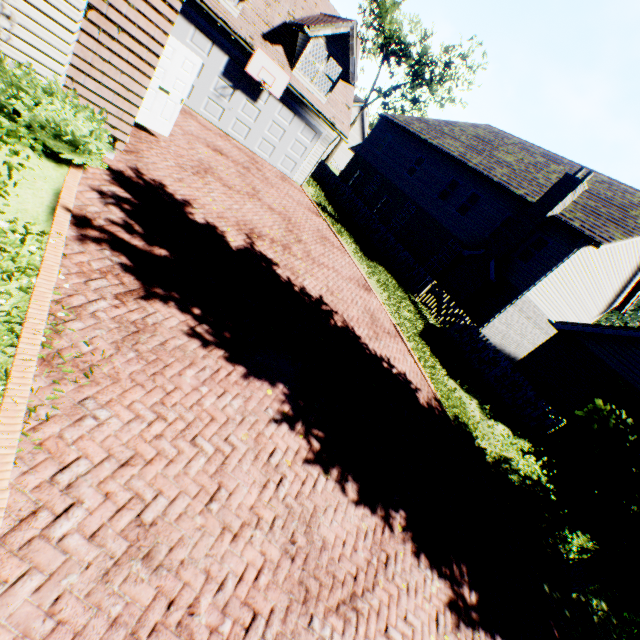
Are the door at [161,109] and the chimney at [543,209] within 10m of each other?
no

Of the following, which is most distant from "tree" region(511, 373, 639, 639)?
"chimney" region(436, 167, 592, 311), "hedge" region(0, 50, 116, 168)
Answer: "hedge" region(0, 50, 116, 168)

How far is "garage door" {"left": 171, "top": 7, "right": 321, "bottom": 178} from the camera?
12.98m

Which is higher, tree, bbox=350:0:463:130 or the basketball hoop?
tree, bbox=350:0:463:130

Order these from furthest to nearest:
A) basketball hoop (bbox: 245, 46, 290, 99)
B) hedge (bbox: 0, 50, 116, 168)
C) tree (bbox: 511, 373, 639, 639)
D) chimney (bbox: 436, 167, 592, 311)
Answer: chimney (bbox: 436, 167, 592, 311) < basketball hoop (bbox: 245, 46, 290, 99) < tree (bbox: 511, 373, 639, 639) < hedge (bbox: 0, 50, 116, 168)

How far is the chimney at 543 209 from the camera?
15.2m

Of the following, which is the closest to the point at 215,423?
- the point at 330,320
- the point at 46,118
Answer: the point at 330,320

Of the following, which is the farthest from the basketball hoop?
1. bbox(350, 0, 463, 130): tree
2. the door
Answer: bbox(350, 0, 463, 130): tree
